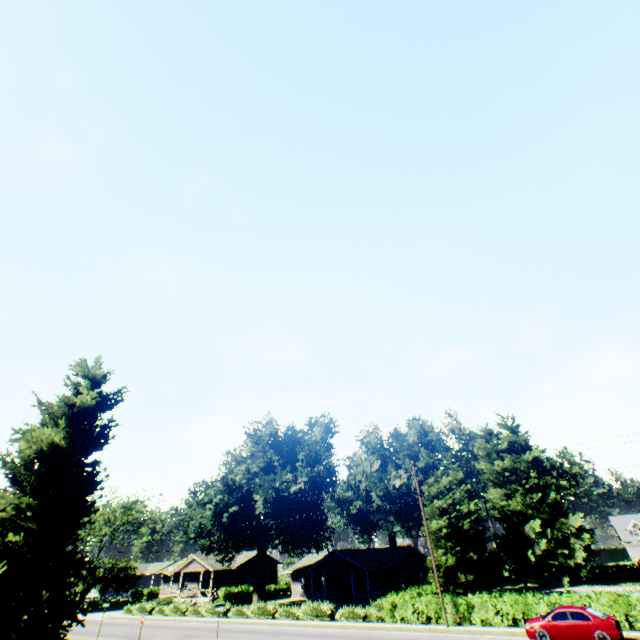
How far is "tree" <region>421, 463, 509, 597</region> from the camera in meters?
35.5 m

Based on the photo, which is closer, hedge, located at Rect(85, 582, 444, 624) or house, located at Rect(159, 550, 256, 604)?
hedge, located at Rect(85, 582, 444, 624)

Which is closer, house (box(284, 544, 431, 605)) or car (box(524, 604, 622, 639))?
car (box(524, 604, 622, 639))

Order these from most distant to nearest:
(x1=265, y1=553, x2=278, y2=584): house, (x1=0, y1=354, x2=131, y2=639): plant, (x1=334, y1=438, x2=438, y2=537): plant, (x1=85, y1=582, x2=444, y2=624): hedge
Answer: (x1=265, y1=553, x2=278, y2=584): house → (x1=334, y1=438, x2=438, y2=537): plant → (x1=85, y1=582, x2=444, y2=624): hedge → (x1=0, y1=354, x2=131, y2=639): plant

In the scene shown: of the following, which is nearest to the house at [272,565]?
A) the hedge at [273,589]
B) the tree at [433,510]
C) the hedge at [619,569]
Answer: the hedge at [273,589]

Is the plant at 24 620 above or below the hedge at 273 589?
above

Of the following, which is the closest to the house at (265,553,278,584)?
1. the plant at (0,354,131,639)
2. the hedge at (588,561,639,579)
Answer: the plant at (0,354,131,639)

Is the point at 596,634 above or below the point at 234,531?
below
